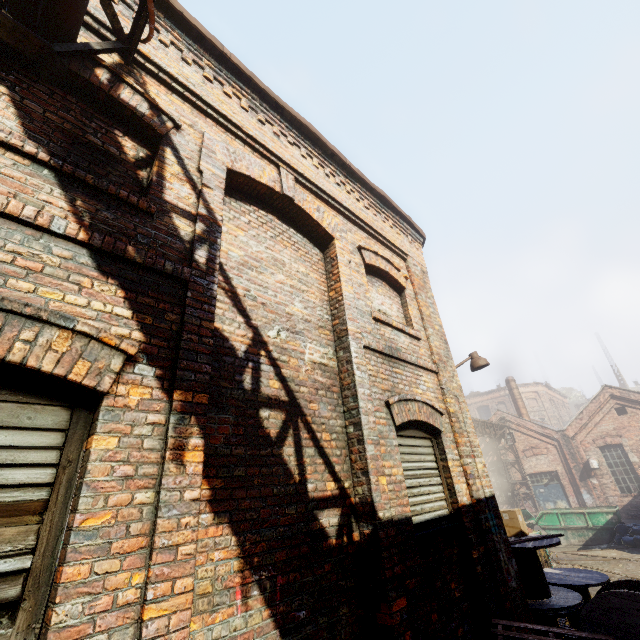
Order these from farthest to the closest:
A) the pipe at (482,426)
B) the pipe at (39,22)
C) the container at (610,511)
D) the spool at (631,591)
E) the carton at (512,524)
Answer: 1. the pipe at (482,426)
2. the container at (610,511)
3. the carton at (512,524)
4. the spool at (631,591)
5. the pipe at (39,22)

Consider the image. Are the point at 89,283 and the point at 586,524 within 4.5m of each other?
no

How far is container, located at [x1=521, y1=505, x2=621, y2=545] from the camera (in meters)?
14.38

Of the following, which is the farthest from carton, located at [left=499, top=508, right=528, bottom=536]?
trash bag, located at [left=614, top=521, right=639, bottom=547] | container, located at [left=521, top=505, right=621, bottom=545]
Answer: container, located at [left=521, top=505, right=621, bottom=545]

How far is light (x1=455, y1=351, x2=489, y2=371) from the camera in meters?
6.9 m

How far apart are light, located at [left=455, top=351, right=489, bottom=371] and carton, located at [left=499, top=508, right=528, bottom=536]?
2.69m

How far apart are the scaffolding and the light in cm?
722

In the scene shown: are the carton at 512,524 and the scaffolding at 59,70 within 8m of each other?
no
